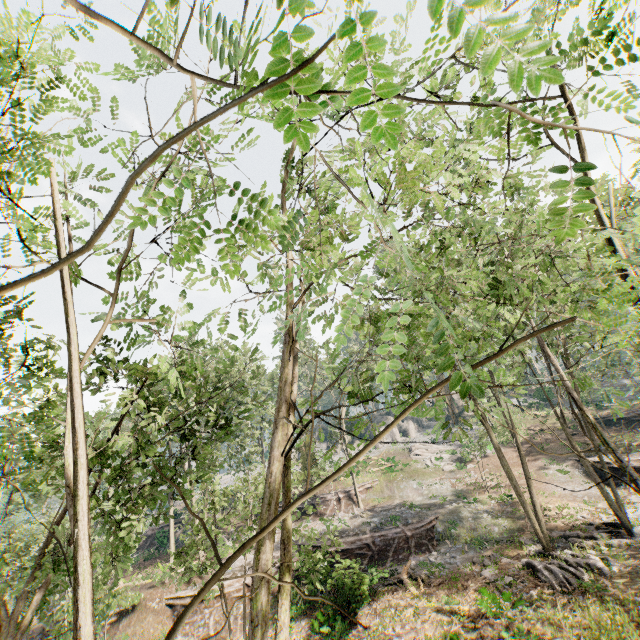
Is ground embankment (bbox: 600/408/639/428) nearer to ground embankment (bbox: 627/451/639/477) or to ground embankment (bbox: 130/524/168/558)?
ground embankment (bbox: 627/451/639/477)

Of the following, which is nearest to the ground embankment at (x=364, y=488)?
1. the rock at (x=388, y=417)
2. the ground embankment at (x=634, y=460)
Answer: the rock at (x=388, y=417)

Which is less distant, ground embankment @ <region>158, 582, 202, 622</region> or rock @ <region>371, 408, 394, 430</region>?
ground embankment @ <region>158, 582, 202, 622</region>

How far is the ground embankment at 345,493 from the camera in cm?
3144

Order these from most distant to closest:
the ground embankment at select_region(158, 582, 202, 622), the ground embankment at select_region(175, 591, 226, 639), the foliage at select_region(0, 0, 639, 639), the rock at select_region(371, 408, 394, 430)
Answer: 1. the rock at select_region(371, 408, 394, 430)
2. the ground embankment at select_region(158, 582, 202, 622)
3. the ground embankment at select_region(175, 591, 226, 639)
4. the foliage at select_region(0, 0, 639, 639)

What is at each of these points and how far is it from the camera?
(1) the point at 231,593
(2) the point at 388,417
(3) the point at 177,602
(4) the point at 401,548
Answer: (1) ground embankment, 20.9 meters
(2) rock, 54.0 meters
(3) ground embankment, 21.0 meters
(4) ground embankment, 22.7 meters

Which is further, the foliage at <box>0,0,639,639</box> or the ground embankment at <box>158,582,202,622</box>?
the ground embankment at <box>158,582,202,622</box>

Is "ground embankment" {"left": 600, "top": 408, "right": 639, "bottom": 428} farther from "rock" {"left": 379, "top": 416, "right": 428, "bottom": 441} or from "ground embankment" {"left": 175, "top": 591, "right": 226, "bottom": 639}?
"ground embankment" {"left": 175, "top": 591, "right": 226, "bottom": 639}
